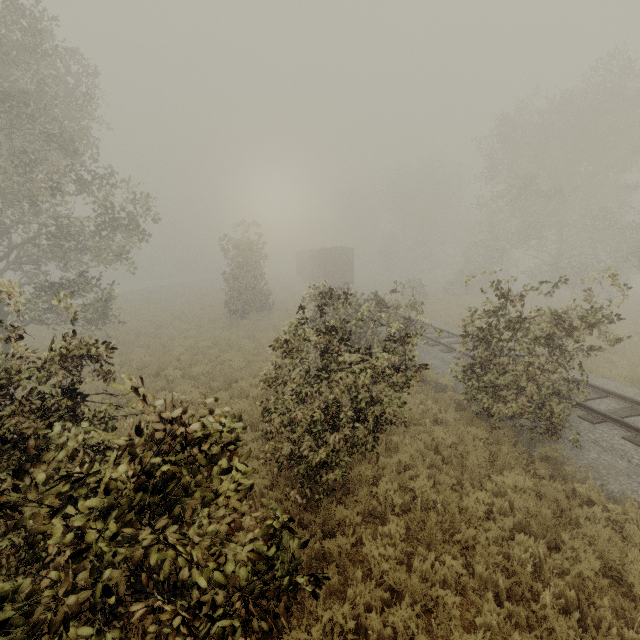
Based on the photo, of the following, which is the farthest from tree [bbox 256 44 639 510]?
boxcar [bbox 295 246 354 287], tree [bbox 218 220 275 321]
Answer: boxcar [bbox 295 246 354 287]

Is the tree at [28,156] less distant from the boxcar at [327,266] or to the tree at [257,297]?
the tree at [257,297]

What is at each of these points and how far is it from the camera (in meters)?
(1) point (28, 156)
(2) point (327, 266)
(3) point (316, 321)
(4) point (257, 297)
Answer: (1) tree, 9.73
(2) boxcar, 32.66
(3) tree, 12.93
(4) tree, 26.59

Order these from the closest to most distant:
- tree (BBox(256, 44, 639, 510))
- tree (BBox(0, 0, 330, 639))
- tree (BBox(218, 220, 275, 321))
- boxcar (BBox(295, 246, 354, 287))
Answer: tree (BBox(0, 0, 330, 639)), tree (BBox(256, 44, 639, 510)), tree (BBox(218, 220, 275, 321)), boxcar (BBox(295, 246, 354, 287))

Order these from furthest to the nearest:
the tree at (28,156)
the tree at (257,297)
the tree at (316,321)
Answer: the tree at (257,297) → the tree at (316,321) → the tree at (28,156)

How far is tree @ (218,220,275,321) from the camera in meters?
23.4 m

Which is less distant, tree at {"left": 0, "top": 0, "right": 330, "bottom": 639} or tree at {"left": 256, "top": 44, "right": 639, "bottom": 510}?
tree at {"left": 0, "top": 0, "right": 330, "bottom": 639}
